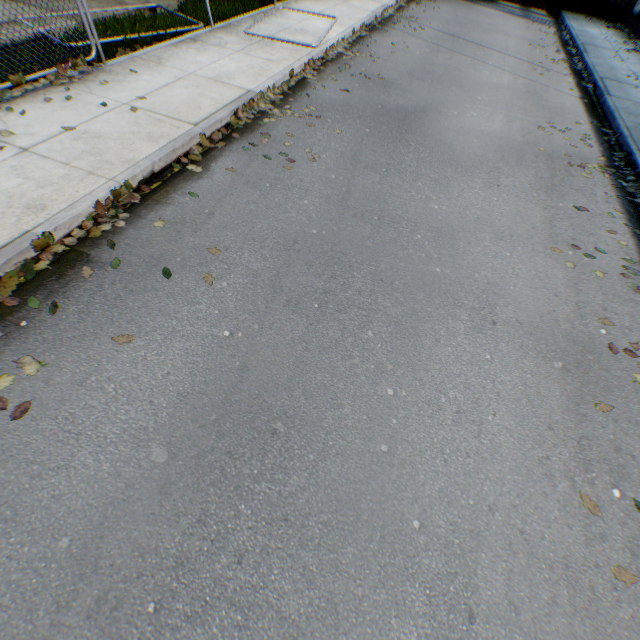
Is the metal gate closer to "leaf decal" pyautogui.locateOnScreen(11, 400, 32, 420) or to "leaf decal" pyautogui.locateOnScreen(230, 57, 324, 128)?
"leaf decal" pyautogui.locateOnScreen(230, 57, 324, 128)

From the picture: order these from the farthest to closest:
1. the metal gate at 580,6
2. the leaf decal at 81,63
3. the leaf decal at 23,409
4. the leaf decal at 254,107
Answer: the metal gate at 580,6 → the leaf decal at 254,107 → the leaf decal at 81,63 → the leaf decal at 23,409

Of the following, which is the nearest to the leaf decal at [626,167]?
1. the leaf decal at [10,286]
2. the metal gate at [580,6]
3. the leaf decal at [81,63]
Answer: the leaf decal at [10,286]

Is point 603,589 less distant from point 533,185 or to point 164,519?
point 164,519

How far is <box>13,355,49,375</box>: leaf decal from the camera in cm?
276

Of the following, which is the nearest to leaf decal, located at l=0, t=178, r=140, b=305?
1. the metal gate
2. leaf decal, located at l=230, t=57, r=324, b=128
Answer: leaf decal, located at l=230, t=57, r=324, b=128

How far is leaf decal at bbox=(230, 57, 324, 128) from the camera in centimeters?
596cm
